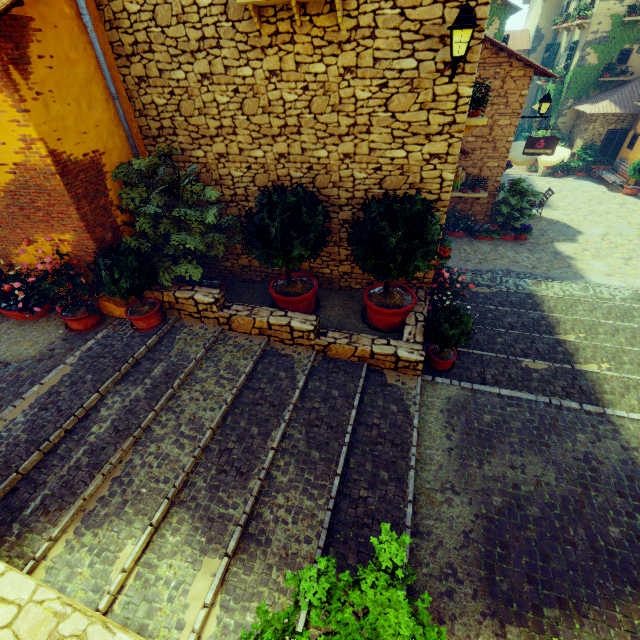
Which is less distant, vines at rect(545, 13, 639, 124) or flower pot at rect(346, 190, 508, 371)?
flower pot at rect(346, 190, 508, 371)

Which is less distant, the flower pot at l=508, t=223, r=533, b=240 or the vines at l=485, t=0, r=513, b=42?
the flower pot at l=508, t=223, r=533, b=240

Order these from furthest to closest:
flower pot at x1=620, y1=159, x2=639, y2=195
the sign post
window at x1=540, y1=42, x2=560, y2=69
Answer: window at x1=540, y1=42, x2=560, y2=69, flower pot at x1=620, y1=159, x2=639, y2=195, the sign post

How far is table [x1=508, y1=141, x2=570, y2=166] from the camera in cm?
1155

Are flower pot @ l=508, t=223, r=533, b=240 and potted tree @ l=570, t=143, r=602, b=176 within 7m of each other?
no

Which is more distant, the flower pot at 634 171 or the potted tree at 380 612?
the flower pot at 634 171

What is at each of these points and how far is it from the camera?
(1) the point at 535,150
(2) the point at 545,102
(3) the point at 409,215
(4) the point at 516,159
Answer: (1) sign post, 10.8m
(2) street light, 9.8m
(3) flower pot, 5.2m
(4) table, 11.9m

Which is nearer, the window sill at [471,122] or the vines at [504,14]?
the window sill at [471,122]
